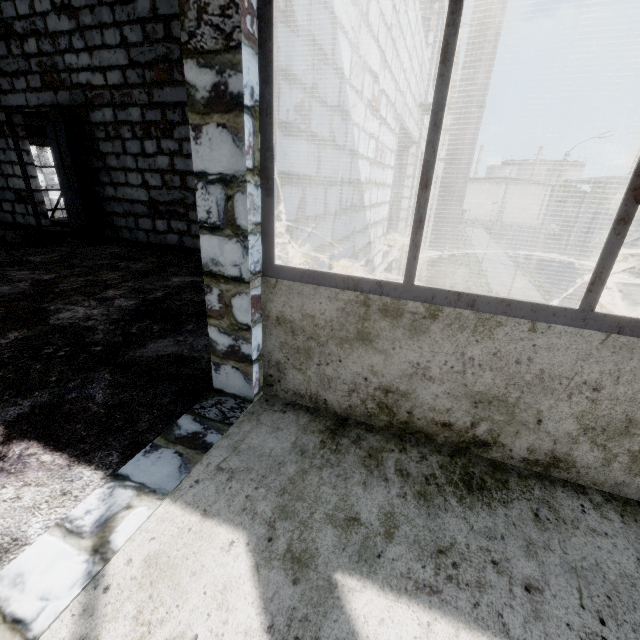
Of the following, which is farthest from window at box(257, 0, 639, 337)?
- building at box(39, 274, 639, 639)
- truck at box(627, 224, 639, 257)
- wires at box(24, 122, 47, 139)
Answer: truck at box(627, 224, 639, 257)

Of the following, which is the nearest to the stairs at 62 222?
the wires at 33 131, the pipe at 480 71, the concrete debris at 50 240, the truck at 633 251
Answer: the concrete debris at 50 240

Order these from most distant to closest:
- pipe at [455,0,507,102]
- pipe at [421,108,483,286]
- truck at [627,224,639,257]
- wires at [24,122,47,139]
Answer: truck at [627,224,639,257] → wires at [24,122,47,139] → pipe at [421,108,483,286] → pipe at [455,0,507,102]

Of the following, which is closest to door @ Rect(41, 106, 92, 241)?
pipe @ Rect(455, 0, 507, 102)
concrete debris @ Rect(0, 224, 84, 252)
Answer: concrete debris @ Rect(0, 224, 84, 252)

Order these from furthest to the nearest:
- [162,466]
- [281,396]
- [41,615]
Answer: [281,396] → [162,466] → [41,615]

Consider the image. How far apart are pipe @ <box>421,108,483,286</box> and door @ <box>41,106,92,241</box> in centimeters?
709cm

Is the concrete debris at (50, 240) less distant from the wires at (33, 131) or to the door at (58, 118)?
the door at (58, 118)

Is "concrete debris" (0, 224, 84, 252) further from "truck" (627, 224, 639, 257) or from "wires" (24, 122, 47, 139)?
"truck" (627, 224, 639, 257)
